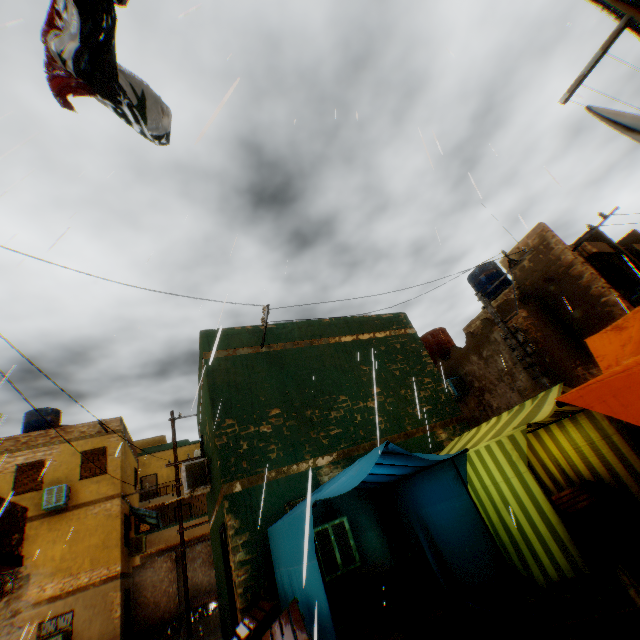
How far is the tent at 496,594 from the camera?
4.7m

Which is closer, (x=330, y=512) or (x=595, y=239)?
(x=330, y=512)

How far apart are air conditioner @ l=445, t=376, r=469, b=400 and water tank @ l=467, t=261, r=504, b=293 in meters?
4.6 m

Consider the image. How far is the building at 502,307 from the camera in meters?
11.8 m

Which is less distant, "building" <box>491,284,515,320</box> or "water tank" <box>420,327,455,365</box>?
"building" <box>491,284,515,320</box>

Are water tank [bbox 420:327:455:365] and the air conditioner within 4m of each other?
yes

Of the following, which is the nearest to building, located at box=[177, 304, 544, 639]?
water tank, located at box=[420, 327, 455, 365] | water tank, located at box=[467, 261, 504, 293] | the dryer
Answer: the dryer

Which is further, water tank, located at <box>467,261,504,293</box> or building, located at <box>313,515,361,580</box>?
water tank, located at <box>467,261,504,293</box>
